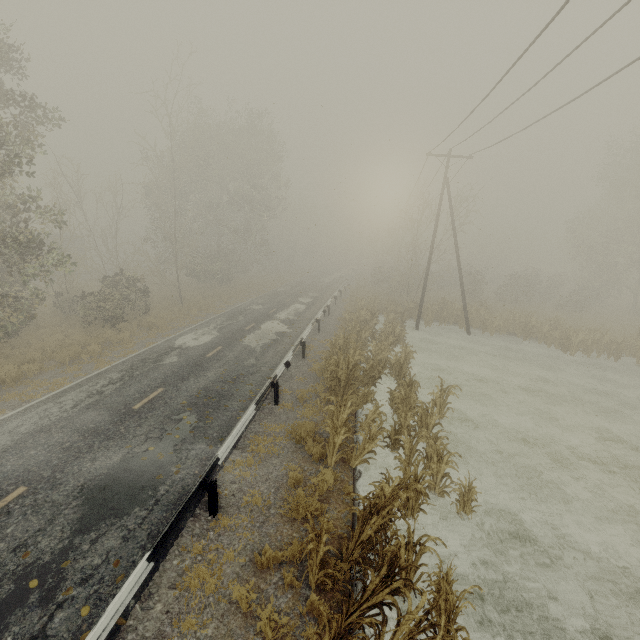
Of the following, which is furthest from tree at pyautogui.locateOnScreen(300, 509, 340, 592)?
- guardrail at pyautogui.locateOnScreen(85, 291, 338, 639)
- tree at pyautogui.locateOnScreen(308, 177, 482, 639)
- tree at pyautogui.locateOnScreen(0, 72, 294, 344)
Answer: → tree at pyautogui.locateOnScreen(0, 72, 294, 344)

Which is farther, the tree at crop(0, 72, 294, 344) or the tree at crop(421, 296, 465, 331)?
the tree at crop(421, 296, 465, 331)

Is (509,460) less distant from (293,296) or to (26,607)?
(26,607)

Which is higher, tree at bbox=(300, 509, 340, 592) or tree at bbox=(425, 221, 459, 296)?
tree at bbox=(425, 221, 459, 296)

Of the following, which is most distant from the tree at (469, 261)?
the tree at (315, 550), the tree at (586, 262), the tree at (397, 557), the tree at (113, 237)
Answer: the tree at (315, 550)

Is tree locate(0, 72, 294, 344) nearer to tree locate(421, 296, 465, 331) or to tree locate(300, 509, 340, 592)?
tree locate(421, 296, 465, 331)

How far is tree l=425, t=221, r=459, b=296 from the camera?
28.8 meters

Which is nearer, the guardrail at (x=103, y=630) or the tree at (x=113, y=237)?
the guardrail at (x=103, y=630)
